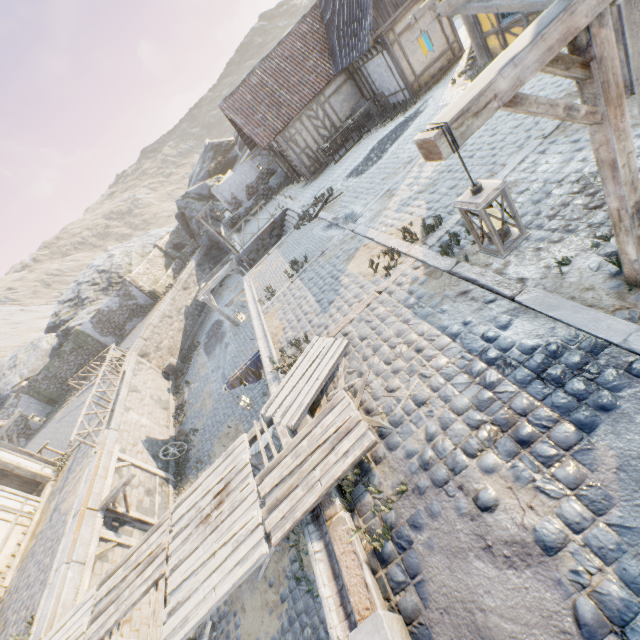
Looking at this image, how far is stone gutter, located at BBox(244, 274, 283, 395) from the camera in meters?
7.3 m

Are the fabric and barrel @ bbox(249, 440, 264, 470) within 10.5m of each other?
yes

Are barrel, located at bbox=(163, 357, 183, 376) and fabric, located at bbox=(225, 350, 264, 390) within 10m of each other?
no

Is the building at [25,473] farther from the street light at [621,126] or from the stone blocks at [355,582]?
the street light at [621,126]

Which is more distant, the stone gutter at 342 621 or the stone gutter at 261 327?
the stone gutter at 261 327

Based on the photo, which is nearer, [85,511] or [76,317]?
[85,511]

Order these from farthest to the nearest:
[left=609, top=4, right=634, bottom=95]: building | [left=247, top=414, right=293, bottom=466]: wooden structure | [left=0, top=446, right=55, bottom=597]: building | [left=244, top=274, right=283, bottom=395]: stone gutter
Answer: [left=0, top=446, right=55, bottom=597]: building
[left=244, top=274, right=283, bottom=395]: stone gutter
[left=247, top=414, right=293, bottom=466]: wooden structure
[left=609, top=4, right=634, bottom=95]: building

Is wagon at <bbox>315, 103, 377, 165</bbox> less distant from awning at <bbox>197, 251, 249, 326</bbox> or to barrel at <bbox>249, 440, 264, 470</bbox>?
awning at <bbox>197, 251, 249, 326</bbox>
